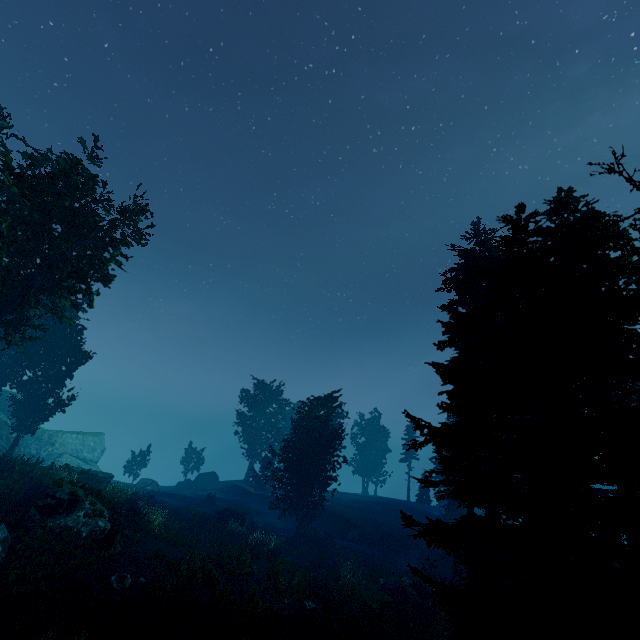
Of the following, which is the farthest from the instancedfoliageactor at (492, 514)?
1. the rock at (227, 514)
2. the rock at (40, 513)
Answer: the rock at (227, 514)

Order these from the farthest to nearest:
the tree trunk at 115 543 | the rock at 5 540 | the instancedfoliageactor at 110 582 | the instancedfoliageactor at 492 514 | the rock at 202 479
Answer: the rock at 202 479, the tree trunk at 115 543, the rock at 5 540, the instancedfoliageactor at 110 582, the instancedfoliageactor at 492 514

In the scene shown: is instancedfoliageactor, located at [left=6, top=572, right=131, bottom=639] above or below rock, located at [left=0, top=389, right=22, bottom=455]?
below

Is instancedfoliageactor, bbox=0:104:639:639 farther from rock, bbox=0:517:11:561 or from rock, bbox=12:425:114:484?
rock, bbox=12:425:114:484

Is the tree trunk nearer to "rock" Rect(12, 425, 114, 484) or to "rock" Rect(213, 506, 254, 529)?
"rock" Rect(213, 506, 254, 529)

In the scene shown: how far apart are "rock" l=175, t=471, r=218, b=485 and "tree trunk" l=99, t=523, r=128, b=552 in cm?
3224

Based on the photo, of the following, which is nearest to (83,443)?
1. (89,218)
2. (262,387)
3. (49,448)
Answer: (49,448)

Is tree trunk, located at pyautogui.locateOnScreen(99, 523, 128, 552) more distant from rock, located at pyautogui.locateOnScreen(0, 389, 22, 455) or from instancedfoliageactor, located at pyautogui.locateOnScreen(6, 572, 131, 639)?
rock, located at pyautogui.locateOnScreen(0, 389, 22, 455)
